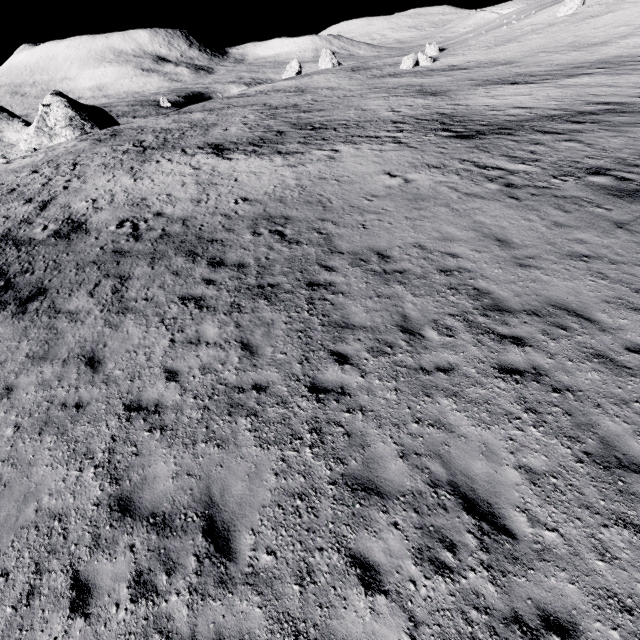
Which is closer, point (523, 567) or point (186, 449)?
point (523, 567)

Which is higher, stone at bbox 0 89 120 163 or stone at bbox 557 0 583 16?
stone at bbox 557 0 583 16

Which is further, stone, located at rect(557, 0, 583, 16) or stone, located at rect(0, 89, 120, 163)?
stone, located at rect(557, 0, 583, 16)

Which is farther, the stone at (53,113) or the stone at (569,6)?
the stone at (569,6)

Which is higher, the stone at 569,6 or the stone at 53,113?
the stone at 569,6
